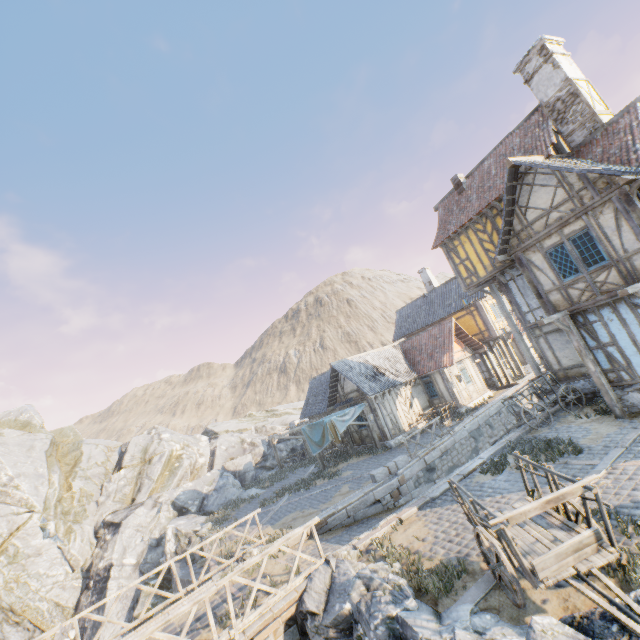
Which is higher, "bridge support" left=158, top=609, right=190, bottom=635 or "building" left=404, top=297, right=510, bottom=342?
"building" left=404, top=297, right=510, bottom=342

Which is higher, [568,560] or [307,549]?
[568,560]

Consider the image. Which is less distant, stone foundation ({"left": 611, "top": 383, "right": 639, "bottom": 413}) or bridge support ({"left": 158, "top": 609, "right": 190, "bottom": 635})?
bridge support ({"left": 158, "top": 609, "right": 190, "bottom": 635})

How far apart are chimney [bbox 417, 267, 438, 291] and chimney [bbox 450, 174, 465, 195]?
12.4 meters

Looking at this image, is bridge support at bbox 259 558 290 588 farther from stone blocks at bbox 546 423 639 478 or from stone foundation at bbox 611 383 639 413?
stone foundation at bbox 611 383 639 413

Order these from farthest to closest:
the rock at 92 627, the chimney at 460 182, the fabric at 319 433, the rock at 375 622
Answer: the fabric at 319 433
the chimney at 460 182
the rock at 92 627
the rock at 375 622

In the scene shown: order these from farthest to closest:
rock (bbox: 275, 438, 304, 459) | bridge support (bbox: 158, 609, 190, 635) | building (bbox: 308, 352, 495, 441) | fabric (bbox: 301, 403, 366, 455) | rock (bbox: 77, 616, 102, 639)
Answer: rock (bbox: 275, 438, 304, 459), building (bbox: 308, 352, 495, 441), fabric (bbox: 301, 403, 366, 455), rock (bbox: 77, 616, 102, 639), bridge support (bbox: 158, 609, 190, 635)

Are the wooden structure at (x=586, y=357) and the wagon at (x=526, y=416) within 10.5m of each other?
yes
